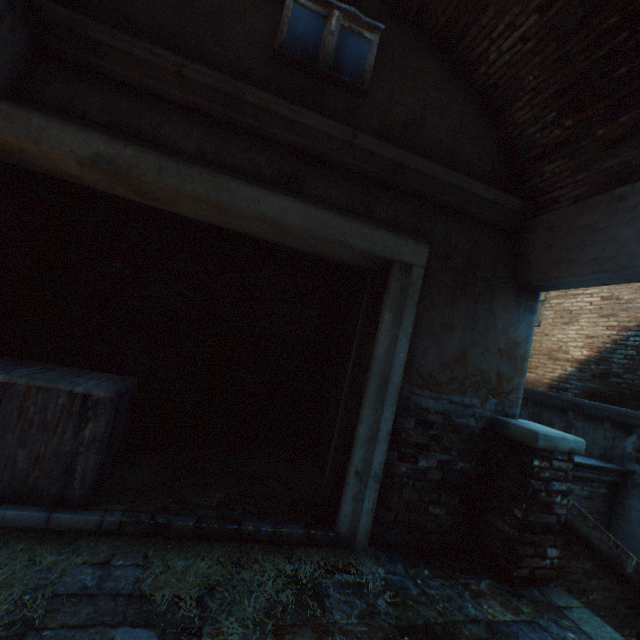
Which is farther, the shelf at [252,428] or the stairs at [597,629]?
the shelf at [252,428]

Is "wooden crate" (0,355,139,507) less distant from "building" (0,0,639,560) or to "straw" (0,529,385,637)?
"straw" (0,529,385,637)

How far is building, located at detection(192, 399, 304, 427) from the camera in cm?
532

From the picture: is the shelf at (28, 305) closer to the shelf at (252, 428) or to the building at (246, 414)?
the shelf at (252, 428)

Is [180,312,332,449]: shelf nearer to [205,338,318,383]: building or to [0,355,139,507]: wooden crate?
[0,355,139,507]: wooden crate

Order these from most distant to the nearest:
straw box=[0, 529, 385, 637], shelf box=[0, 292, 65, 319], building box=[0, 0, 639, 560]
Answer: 1. shelf box=[0, 292, 65, 319]
2. building box=[0, 0, 639, 560]
3. straw box=[0, 529, 385, 637]

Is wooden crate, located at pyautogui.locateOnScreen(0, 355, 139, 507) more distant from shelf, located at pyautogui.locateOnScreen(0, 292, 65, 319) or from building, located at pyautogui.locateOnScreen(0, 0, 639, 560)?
building, located at pyautogui.locateOnScreen(0, 0, 639, 560)

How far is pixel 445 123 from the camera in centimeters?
362cm
